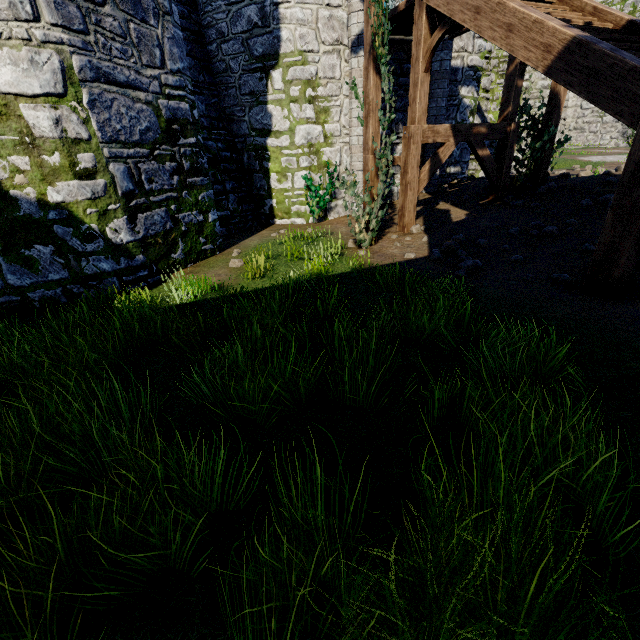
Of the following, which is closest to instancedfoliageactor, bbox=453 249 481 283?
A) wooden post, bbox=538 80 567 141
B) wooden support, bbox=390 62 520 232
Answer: wooden support, bbox=390 62 520 232

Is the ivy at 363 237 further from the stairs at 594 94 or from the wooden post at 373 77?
the stairs at 594 94

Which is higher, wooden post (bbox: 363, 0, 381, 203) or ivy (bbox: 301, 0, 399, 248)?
wooden post (bbox: 363, 0, 381, 203)

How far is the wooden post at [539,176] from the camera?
9.1 meters

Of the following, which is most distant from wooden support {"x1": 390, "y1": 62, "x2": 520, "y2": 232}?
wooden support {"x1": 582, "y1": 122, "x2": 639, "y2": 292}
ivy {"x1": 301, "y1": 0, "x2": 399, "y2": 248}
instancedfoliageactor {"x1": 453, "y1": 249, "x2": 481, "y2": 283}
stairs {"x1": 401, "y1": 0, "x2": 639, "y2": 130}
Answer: wooden support {"x1": 582, "y1": 122, "x2": 639, "y2": 292}

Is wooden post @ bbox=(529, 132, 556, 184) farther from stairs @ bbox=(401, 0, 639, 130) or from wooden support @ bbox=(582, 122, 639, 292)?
wooden support @ bbox=(582, 122, 639, 292)

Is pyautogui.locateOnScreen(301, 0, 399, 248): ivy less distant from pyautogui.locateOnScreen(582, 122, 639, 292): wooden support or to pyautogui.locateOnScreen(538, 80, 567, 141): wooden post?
pyautogui.locateOnScreen(538, 80, 567, 141): wooden post

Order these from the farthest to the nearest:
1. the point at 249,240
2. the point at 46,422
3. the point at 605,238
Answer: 1. the point at 249,240
2. the point at 605,238
3. the point at 46,422
